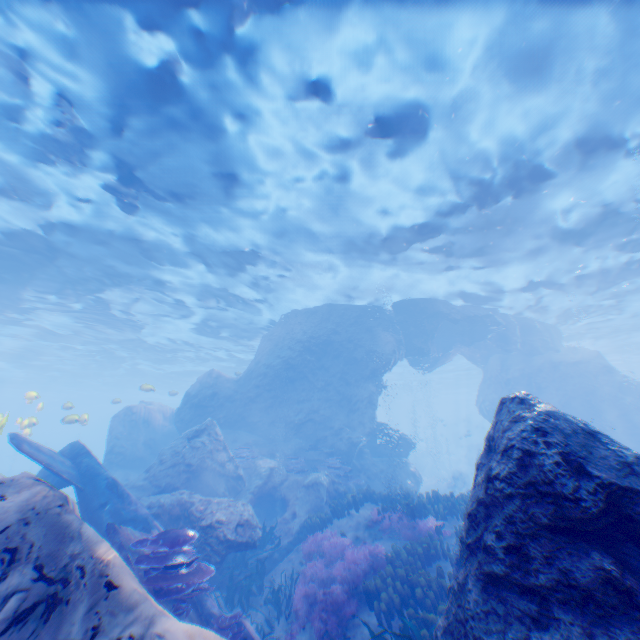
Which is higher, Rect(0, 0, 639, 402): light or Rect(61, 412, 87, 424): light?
Rect(0, 0, 639, 402): light

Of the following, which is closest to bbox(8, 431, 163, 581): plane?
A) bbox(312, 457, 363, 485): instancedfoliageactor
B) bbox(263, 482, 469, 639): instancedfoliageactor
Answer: bbox(263, 482, 469, 639): instancedfoliageactor

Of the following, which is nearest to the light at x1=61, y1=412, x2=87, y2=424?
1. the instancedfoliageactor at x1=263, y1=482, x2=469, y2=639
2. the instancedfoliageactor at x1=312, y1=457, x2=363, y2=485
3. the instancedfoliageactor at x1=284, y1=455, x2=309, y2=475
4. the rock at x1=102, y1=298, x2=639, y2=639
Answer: the rock at x1=102, y1=298, x2=639, y2=639

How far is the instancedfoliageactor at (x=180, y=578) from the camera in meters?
6.1 m

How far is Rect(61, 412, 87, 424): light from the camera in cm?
1497

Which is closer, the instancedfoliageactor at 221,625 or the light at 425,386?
the instancedfoliageactor at 221,625

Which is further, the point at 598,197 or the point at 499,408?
the point at 598,197

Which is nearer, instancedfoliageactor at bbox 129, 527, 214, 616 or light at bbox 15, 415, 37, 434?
instancedfoliageactor at bbox 129, 527, 214, 616
